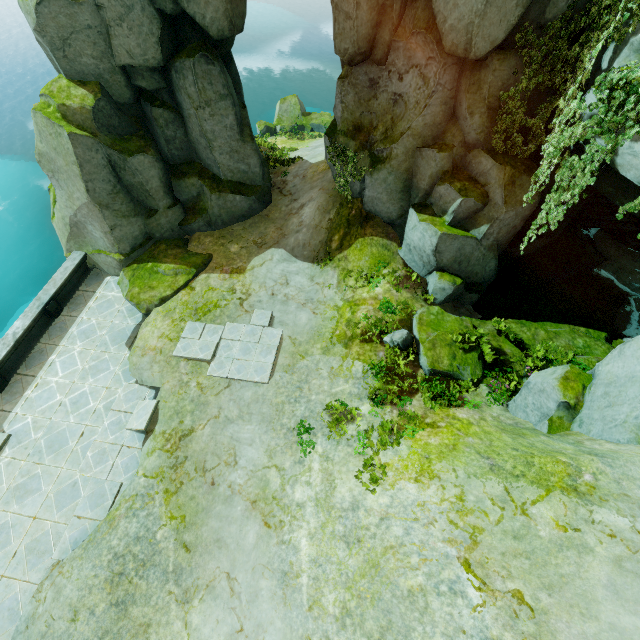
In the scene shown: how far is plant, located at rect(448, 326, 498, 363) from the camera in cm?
1064

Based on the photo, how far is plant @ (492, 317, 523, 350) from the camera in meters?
11.2 m

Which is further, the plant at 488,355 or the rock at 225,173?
the rock at 225,173

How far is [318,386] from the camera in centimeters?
1170cm

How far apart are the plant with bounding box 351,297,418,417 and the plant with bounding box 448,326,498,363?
1.9m

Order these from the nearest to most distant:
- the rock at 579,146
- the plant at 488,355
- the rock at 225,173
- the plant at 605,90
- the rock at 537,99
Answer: the plant at 605,90
the rock at 579,146
the rock at 537,99
the plant at 488,355
the rock at 225,173

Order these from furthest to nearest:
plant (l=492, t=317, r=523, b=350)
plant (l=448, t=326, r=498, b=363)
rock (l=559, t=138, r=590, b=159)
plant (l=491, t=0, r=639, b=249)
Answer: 1. plant (l=492, t=317, r=523, b=350)
2. plant (l=448, t=326, r=498, b=363)
3. rock (l=559, t=138, r=590, b=159)
4. plant (l=491, t=0, r=639, b=249)

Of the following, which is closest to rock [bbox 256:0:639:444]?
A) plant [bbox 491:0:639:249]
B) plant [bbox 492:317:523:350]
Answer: plant [bbox 491:0:639:249]
